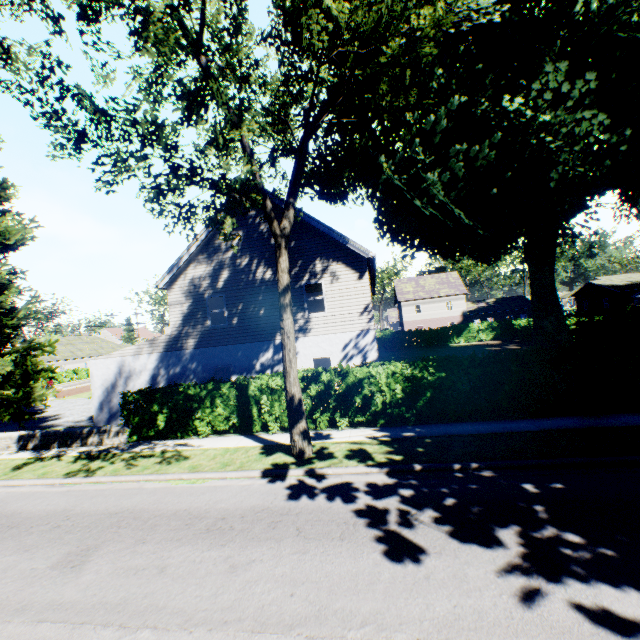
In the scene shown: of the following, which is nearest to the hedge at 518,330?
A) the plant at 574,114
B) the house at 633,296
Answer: the plant at 574,114

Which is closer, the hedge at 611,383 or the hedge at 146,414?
the hedge at 611,383

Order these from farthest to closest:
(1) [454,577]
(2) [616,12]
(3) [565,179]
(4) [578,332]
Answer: (4) [578,332]
(3) [565,179]
(2) [616,12]
(1) [454,577]

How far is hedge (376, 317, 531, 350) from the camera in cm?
3632

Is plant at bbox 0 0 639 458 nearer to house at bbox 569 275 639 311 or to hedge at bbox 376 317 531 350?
hedge at bbox 376 317 531 350

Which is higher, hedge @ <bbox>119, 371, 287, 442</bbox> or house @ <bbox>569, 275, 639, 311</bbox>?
house @ <bbox>569, 275, 639, 311</bbox>
